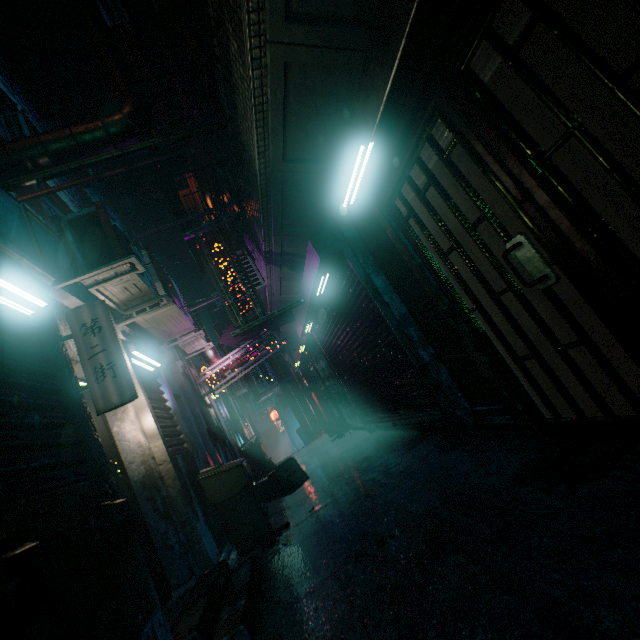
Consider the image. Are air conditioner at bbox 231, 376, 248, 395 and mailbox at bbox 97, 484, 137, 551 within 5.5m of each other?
no

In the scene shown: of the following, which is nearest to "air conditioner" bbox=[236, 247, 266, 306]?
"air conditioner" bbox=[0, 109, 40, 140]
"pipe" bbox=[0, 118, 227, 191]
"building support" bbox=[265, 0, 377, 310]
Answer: "building support" bbox=[265, 0, 377, 310]

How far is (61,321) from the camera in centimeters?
277cm

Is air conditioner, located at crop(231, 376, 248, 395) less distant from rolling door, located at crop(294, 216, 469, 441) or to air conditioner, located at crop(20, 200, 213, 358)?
rolling door, located at crop(294, 216, 469, 441)

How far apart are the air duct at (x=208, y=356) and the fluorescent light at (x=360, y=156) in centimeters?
519cm

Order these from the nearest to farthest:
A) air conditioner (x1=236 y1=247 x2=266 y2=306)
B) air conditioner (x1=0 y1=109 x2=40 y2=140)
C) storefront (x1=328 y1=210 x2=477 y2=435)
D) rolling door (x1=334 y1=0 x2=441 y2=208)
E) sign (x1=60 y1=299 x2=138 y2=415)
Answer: rolling door (x1=334 y1=0 x2=441 y2=208), sign (x1=60 y1=299 x2=138 y2=415), storefront (x1=328 y1=210 x2=477 y2=435), air conditioner (x1=236 y1=247 x2=266 y2=306), air conditioner (x1=0 y1=109 x2=40 y2=140)

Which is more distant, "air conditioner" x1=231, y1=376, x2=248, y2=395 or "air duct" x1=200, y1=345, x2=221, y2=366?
"air conditioner" x1=231, y1=376, x2=248, y2=395

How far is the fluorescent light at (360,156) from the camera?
2.3 meters
